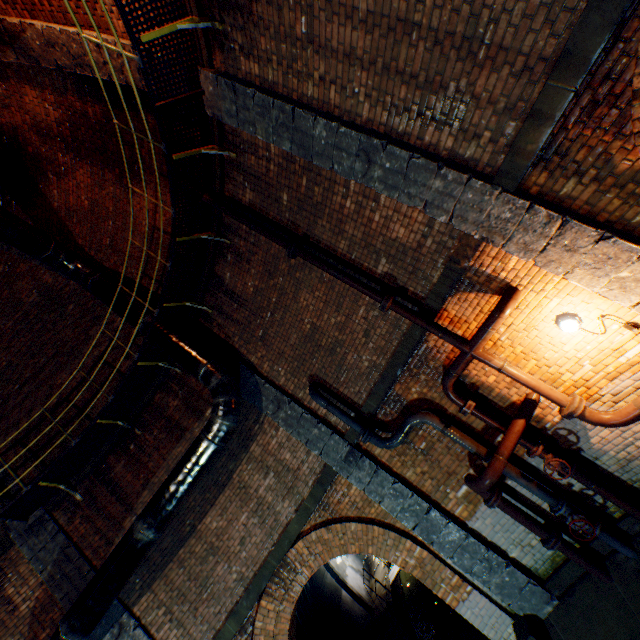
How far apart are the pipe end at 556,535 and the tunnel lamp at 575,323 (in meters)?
3.41

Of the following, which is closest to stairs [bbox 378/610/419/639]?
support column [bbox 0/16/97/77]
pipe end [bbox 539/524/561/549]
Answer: pipe end [bbox 539/524/561/549]

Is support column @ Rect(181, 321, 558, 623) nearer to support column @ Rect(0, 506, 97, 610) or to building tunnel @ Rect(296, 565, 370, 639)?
building tunnel @ Rect(296, 565, 370, 639)

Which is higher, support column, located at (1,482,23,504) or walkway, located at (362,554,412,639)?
support column, located at (1,482,23,504)

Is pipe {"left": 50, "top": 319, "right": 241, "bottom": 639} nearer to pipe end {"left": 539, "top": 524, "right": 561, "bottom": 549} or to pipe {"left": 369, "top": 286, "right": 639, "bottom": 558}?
pipe {"left": 369, "top": 286, "right": 639, "bottom": 558}

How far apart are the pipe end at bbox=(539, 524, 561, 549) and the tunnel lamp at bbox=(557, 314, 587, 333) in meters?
3.4

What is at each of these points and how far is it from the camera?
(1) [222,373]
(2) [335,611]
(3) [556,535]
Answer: (1) pipe, 6.8 meters
(2) building tunnel, 11.1 meters
(3) pipe end, 5.2 meters

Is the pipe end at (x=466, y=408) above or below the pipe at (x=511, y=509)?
above
